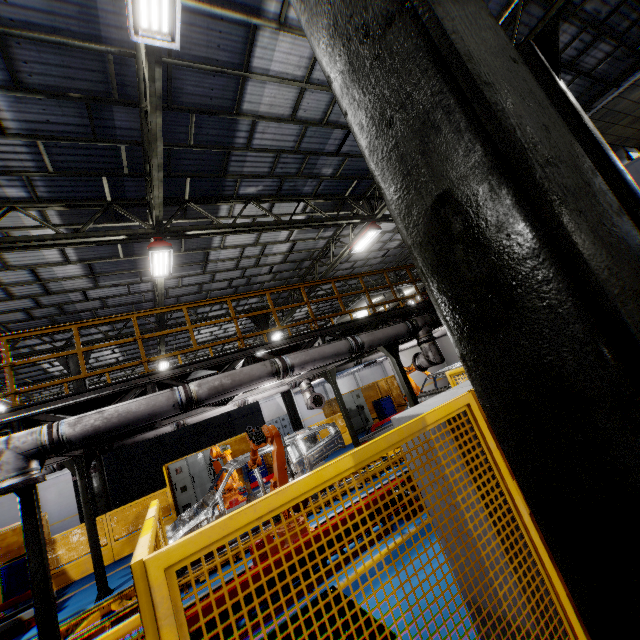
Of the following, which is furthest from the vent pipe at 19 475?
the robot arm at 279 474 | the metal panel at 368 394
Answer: the metal panel at 368 394

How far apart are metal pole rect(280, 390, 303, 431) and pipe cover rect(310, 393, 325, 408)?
4.6 meters

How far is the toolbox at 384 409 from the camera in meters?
18.3 m

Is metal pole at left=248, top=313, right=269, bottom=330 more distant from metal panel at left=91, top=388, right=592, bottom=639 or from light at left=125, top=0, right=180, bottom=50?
light at left=125, top=0, right=180, bottom=50

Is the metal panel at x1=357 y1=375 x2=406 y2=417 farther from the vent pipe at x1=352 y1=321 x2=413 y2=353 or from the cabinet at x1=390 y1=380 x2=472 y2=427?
the vent pipe at x1=352 y1=321 x2=413 y2=353

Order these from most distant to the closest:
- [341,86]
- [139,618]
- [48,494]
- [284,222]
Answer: [48,494] → [284,222] → [139,618] → [341,86]

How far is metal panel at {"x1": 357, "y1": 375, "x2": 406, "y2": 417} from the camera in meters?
18.1 m

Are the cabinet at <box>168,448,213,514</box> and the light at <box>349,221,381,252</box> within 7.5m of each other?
no
